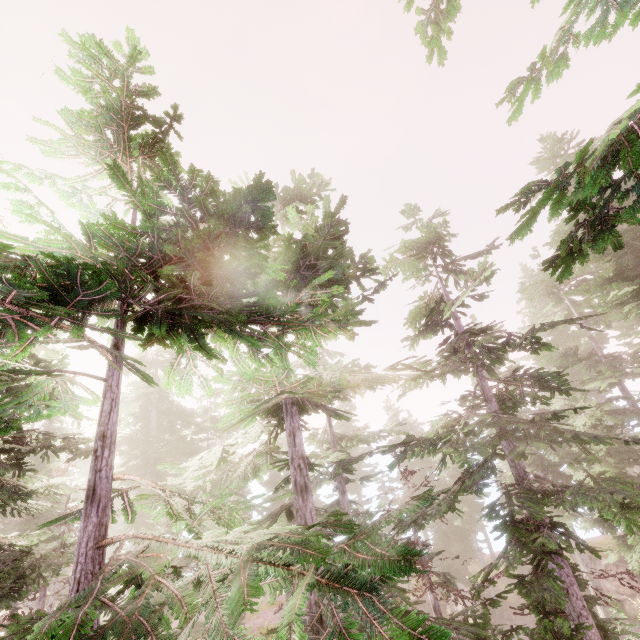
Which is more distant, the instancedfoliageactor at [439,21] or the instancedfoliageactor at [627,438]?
the instancedfoliageactor at [439,21]

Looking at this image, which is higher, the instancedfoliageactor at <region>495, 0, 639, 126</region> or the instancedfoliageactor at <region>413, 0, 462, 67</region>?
the instancedfoliageactor at <region>413, 0, 462, 67</region>

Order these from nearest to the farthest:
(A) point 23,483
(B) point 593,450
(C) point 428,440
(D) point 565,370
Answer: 1. (B) point 593,450
2. (C) point 428,440
3. (A) point 23,483
4. (D) point 565,370

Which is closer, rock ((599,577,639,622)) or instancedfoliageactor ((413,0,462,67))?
instancedfoliageactor ((413,0,462,67))

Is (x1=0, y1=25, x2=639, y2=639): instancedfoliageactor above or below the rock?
above

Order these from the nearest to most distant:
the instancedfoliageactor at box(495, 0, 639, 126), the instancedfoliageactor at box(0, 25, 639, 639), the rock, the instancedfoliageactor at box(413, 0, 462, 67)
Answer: the instancedfoliageactor at box(0, 25, 639, 639) < the instancedfoliageactor at box(495, 0, 639, 126) < the instancedfoliageactor at box(413, 0, 462, 67) < the rock

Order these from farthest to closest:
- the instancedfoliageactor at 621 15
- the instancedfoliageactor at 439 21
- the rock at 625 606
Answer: the rock at 625 606
the instancedfoliageactor at 439 21
the instancedfoliageactor at 621 15
